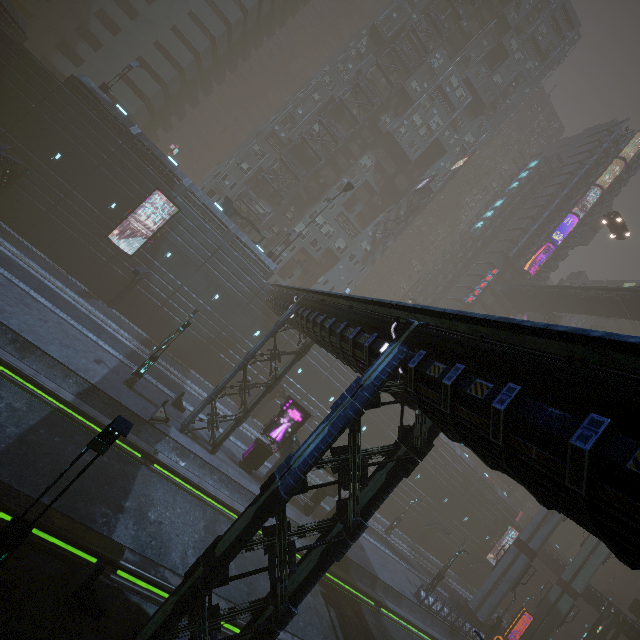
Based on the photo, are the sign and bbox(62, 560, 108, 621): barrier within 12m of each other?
no

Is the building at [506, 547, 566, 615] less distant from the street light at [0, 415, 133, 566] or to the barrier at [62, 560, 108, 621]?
the barrier at [62, 560, 108, 621]

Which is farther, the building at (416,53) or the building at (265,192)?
the building at (416,53)

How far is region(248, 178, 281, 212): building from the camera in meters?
45.2

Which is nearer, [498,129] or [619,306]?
[619,306]

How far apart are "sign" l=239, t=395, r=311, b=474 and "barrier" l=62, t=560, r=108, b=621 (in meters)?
13.77

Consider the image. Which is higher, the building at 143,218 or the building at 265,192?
the building at 265,192

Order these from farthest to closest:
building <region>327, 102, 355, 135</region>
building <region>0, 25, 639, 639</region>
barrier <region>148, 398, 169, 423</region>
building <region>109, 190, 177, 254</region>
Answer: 1. building <region>327, 102, 355, 135</region>
2. building <region>109, 190, 177, 254</region>
3. barrier <region>148, 398, 169, 423</region>
4. building <region>0, 25, 639, 639</region>
